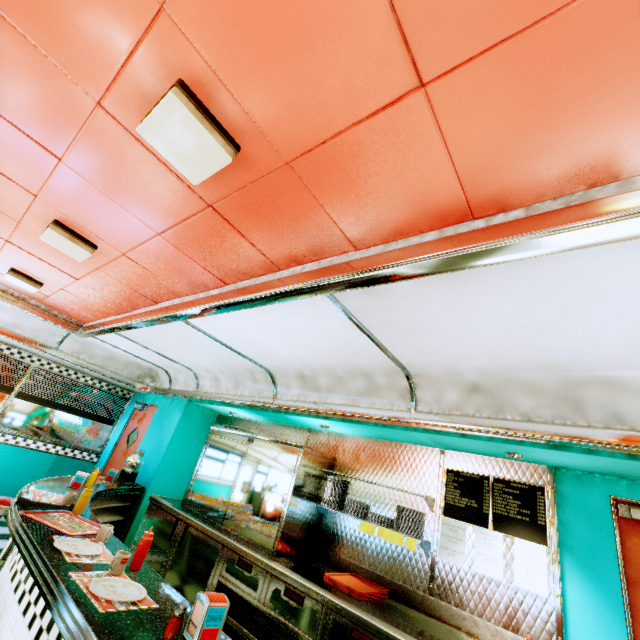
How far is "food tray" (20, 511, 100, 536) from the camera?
2.4m

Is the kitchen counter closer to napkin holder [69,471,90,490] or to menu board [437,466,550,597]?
menu board [437,466,550,597]

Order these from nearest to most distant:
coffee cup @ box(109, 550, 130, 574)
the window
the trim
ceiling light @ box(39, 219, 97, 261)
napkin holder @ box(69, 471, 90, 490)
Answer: the trim, coffee cup @ box(109, 550, 130, 574), ceiling light @ box(39, 219, 97, 261), napkin holder @ box(69, 471, 90, 490), the window

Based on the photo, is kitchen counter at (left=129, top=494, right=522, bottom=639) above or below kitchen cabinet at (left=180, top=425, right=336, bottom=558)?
below

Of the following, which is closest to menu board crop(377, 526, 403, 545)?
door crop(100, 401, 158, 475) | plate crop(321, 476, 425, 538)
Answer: plate crop(321, 476, 425, 538)

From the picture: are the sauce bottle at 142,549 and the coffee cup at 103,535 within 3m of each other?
yes

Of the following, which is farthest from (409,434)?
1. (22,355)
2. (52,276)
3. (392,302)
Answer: (22,355)

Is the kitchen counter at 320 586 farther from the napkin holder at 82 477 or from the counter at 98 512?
the napkin holder at 82 477
